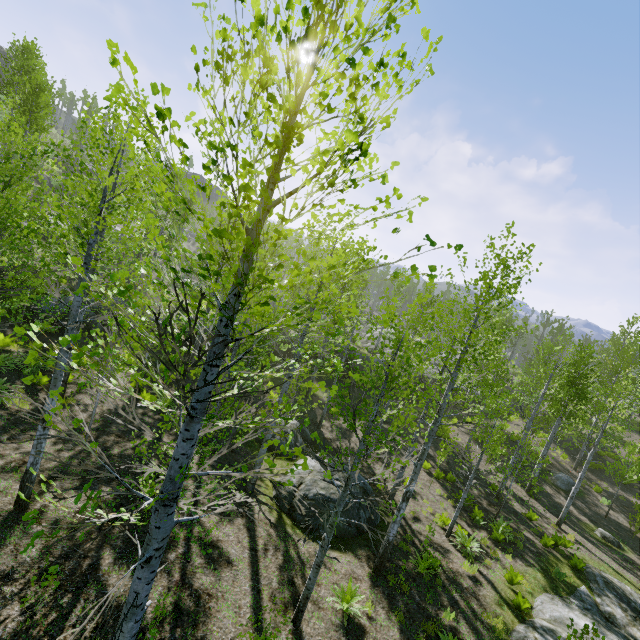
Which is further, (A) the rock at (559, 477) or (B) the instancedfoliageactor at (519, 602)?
(A) the rock at (559, 477)

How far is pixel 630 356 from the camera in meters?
21.6

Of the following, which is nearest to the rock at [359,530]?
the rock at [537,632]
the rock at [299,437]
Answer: the rock at [299,437]

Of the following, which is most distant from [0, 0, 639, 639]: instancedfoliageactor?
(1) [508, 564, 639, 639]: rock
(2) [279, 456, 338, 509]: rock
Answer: (1) [508, 564, 639, 639]: rock

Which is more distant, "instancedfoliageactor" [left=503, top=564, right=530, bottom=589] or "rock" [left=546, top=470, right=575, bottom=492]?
"rock" [left=546, top=470, right=575, bottom=492]

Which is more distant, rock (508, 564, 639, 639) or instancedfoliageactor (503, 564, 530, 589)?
instancedfoliageactor (503, 564, 530, 589)

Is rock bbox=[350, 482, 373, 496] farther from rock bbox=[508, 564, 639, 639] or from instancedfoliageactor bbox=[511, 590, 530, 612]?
rock bbox=[508, 564, 639, 639]

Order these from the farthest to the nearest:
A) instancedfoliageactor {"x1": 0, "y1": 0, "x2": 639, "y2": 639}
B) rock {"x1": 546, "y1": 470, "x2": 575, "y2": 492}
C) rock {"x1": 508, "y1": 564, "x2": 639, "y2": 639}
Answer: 1. rock {"x1": 546, "y1": 470, "x2": 575, "y2": 492}
2. rock {"x1": 508, "y1": 564, "x2": 639, "y2": 639}
3. instancedfoliageactor {"x1": 0, "y1": 0, "x2": 639, "y2": 639}
